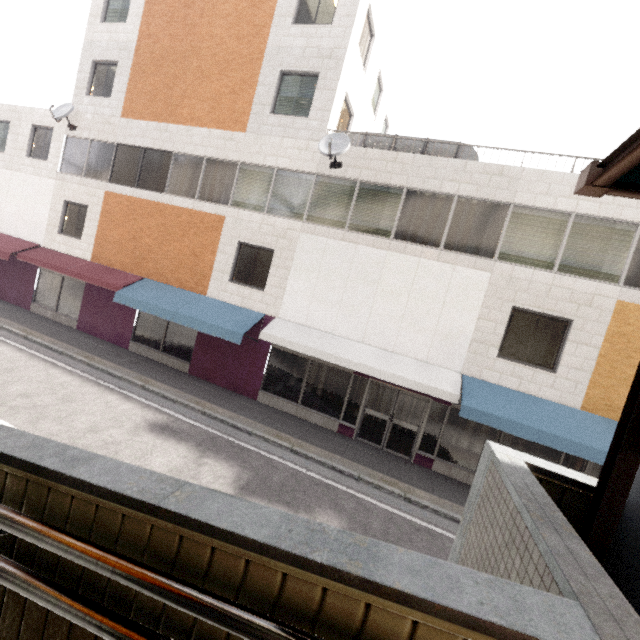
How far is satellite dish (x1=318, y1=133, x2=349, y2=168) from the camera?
9.7 meters

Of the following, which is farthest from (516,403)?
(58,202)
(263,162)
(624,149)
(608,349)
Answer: (58,202)

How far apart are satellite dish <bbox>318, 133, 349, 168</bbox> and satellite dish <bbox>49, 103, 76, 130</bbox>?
11.2m

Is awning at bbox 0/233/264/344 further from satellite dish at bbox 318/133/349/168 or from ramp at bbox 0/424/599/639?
ramp at bbox 0/424/599/639

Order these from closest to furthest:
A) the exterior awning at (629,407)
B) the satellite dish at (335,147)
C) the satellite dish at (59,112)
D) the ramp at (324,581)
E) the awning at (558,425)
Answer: the ramp at (324,581), the exterior awning at (629,407), the awning at (558,425), the satellite dish at (335,147), the satellite dish at (59,112)

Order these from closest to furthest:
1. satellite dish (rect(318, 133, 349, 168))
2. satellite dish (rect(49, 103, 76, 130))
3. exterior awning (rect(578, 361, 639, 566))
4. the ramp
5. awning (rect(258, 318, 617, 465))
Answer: the ramp, exterior awning (rect(578, 361, 639, 566)), awning (rect(258, 318, 617, 465)), satellite dish (rect(318, 133, 349, 168)), satellite dish (rect(49, 103, 76, 130))

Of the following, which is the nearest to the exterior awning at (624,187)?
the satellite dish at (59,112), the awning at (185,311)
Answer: the awning at (185,311)

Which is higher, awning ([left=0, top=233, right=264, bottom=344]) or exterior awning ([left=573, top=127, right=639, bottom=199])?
exterior awning ([left=573, top=127, right=639, bottom=199])
